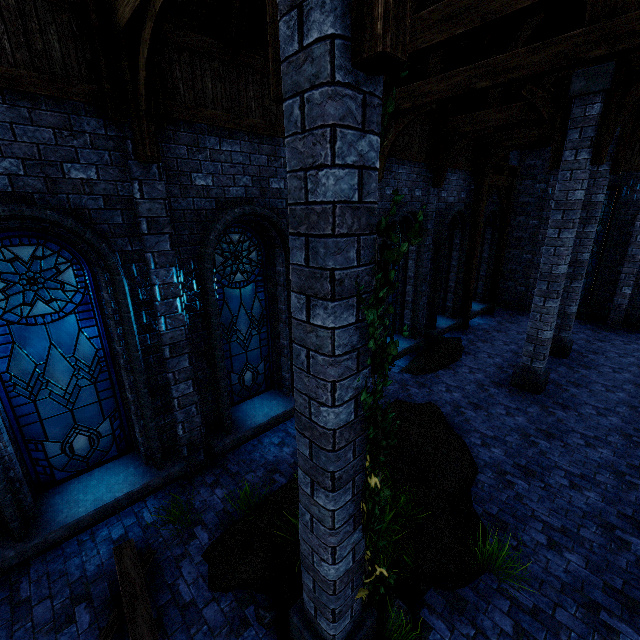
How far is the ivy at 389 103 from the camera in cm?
197

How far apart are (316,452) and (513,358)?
10.2m

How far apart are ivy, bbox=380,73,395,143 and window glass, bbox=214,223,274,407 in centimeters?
343cm

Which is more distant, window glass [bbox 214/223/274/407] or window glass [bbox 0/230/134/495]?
window glass [bbox 214/223/274/407]

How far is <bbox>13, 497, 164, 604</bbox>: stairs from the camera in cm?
419

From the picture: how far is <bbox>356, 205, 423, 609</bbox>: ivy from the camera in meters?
2.2

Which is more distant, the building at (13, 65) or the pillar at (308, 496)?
the building at (13, 65)

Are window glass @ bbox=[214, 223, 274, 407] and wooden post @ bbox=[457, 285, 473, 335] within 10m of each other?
yes
